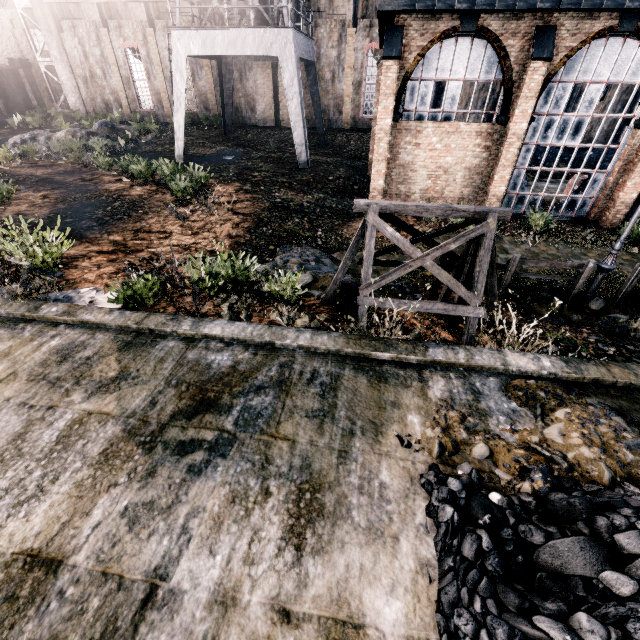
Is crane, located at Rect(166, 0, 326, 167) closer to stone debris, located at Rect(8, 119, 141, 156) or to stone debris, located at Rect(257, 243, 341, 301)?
stone debris, located at Rect(8, 119, 141, 156)

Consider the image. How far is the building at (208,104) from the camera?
32.00m

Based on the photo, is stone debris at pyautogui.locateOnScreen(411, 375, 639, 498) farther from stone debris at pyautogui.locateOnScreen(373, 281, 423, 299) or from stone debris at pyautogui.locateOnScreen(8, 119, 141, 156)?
stone debris at pyautogui.locateOnScreen(8, 119, 141, 156)

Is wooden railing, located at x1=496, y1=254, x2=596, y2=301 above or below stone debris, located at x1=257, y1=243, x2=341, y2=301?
above

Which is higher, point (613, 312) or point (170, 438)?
point (170, 438)

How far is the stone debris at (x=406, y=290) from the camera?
9.7 meters

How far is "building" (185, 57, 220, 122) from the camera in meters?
32.0 m

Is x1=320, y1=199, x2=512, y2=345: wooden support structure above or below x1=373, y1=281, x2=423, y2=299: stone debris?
above
